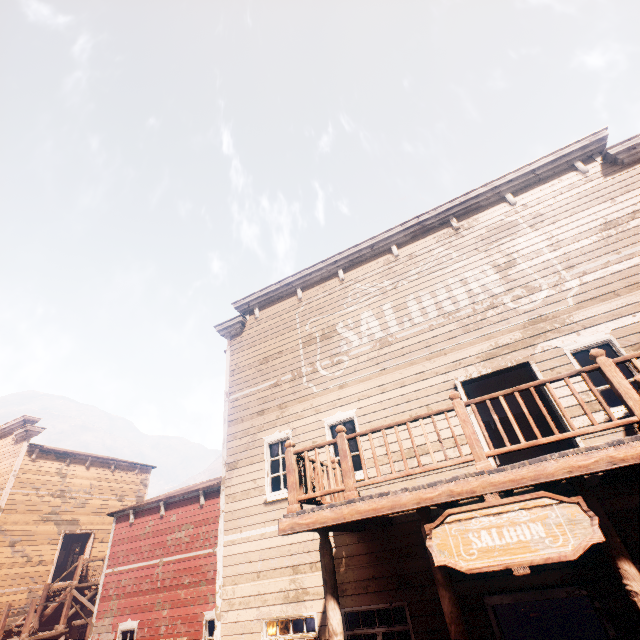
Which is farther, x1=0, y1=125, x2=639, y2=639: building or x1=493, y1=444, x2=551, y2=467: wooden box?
x1=493, y1=444, x2=551, y2=467: wooden box

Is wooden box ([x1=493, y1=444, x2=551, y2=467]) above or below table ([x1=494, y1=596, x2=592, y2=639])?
above

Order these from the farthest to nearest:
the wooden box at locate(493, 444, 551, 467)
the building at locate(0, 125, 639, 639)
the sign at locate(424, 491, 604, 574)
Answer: the wooden box at locate(493, 444, 551, 467), the building at locate(0, 125, 639, 639), the sign at locate(424, 491, 604, 574)

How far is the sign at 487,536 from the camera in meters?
3.4 m

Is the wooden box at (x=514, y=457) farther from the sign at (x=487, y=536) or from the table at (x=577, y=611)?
the sign at (x=487, y=536)

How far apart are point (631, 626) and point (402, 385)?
5.32m

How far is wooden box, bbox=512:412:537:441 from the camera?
8.7m
